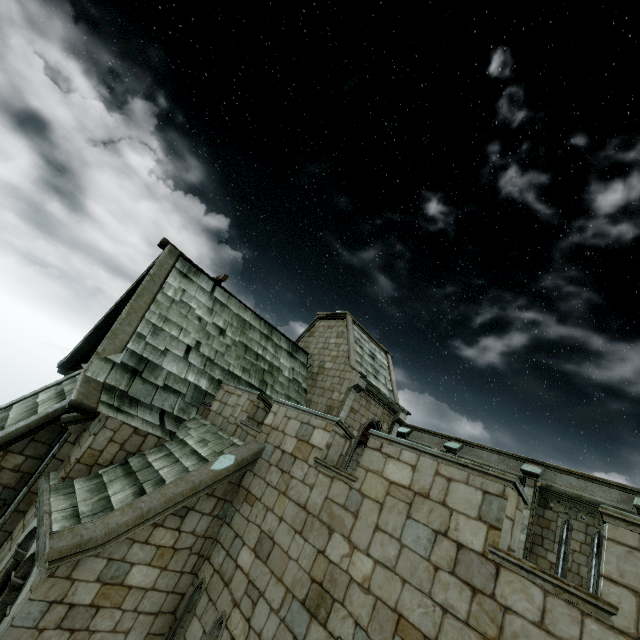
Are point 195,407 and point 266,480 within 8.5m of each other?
yes
